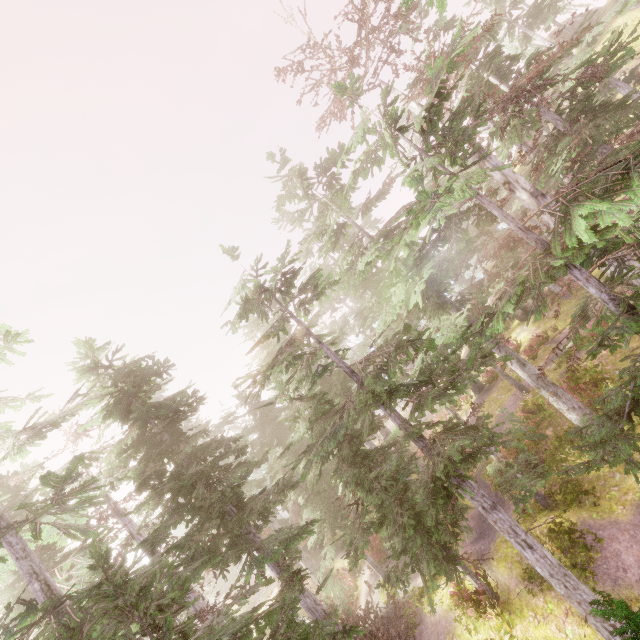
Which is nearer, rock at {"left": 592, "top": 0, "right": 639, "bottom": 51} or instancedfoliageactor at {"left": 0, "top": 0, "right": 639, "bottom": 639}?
instancedfoliageactor at {"left": 0, "top": 0, "right": 639, "bottom": 639}

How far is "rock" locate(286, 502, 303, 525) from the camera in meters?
31.9

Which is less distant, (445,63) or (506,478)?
(445,63)

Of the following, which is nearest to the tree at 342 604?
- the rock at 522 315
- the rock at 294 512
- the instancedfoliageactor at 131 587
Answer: the instancedfoliageactor at 131 587

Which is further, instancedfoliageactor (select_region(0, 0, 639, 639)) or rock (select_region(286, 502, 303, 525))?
rock (select_region(286, 502, 303, 525))

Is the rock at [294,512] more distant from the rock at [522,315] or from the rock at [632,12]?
the rock at [632,12]

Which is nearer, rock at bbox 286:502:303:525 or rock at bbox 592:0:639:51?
rock at bbox 592:0:639:51

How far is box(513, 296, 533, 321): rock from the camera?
26.5m
